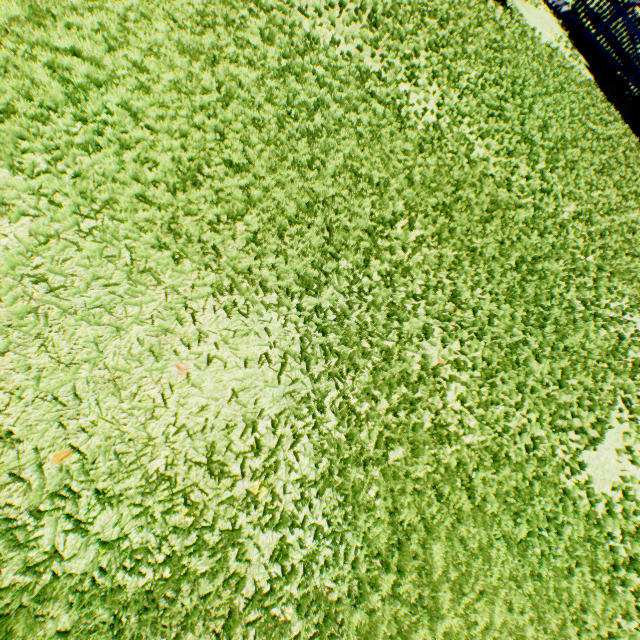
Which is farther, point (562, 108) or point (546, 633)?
point (562, 108)
